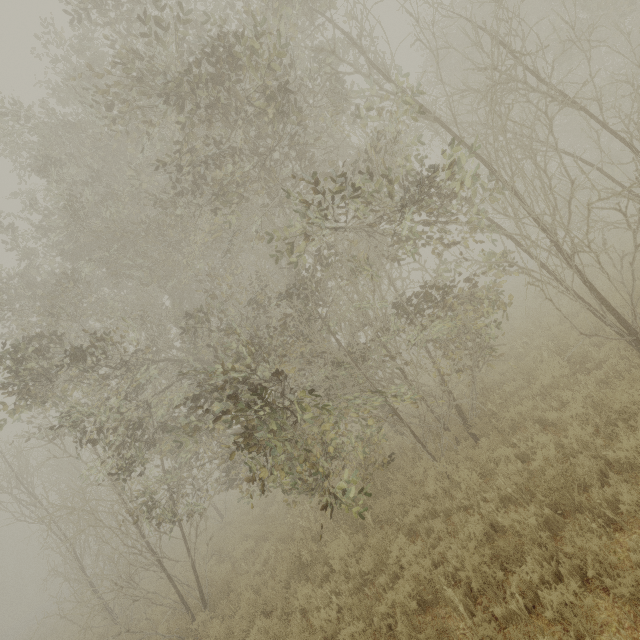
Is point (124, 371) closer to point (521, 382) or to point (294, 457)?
point (294, 457)
